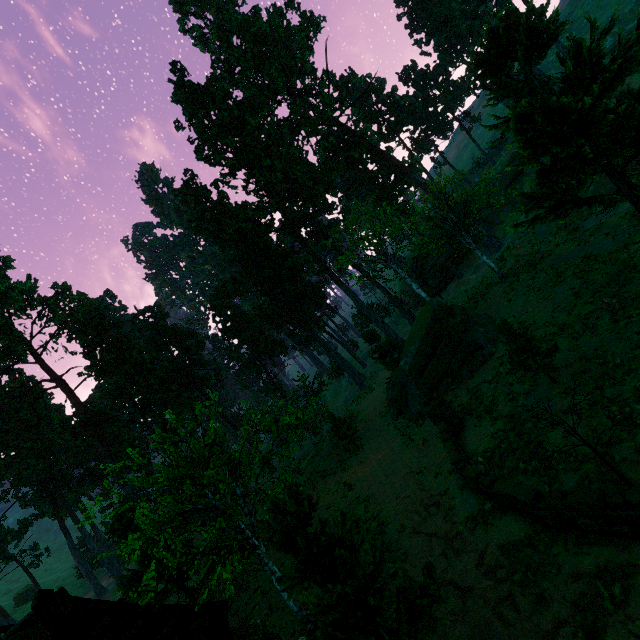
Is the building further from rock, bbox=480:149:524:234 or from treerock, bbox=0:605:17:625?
rock, bbox=480:149:524:234

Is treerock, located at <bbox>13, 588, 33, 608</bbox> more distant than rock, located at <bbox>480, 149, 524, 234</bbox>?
Yes

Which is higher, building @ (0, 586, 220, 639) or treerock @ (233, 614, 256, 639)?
building @ (0, 586, 220, 639)

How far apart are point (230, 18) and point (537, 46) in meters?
44.7 m

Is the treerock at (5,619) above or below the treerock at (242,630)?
above

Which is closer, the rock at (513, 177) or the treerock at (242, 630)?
the treerock at (242, 630)

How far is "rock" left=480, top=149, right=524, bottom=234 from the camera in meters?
43.6
